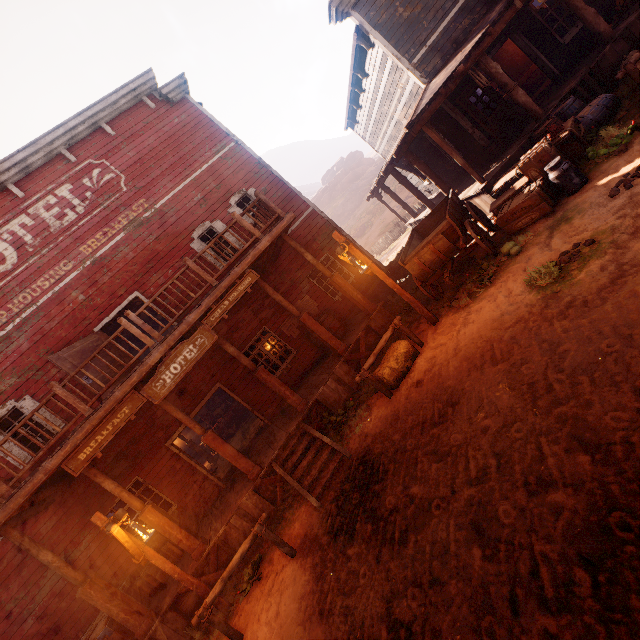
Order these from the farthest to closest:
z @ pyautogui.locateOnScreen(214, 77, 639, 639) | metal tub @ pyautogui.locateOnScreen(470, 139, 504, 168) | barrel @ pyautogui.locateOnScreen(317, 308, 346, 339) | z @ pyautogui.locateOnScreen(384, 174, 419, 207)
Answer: z @ pyautogui.locateOnScreen(384, 174, 419, 207), barrel @ pyautogui.locateOnScreen(317, 308, 346, 339), metal tub @ pyautogui.locateOnScreen(470, 139, 504, 168), z @ pyautogui.locateOnScreen(214, 77, 639, 639)

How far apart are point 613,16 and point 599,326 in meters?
12.0 m

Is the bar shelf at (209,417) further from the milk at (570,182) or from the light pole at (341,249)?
the milk at (570,182)

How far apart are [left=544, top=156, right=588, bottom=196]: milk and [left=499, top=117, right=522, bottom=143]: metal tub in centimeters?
374cm

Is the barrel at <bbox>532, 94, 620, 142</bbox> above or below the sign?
below

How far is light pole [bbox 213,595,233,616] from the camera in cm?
650

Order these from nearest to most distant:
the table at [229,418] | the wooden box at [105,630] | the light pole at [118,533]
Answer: the light pole at [118,533] → the wooden box at [105,630] → the table at [229,418]

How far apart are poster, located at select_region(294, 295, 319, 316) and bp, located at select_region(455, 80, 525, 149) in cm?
779
